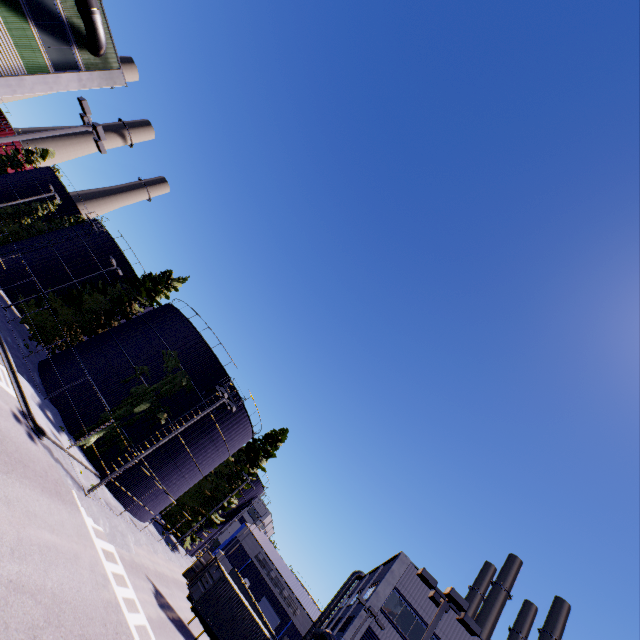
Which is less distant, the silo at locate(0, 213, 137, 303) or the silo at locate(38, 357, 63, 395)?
the silo at locate(38, 357, 63, 395)

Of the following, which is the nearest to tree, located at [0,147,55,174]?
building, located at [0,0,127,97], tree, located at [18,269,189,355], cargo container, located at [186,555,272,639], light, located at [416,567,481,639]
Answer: tree, located at [18,269,189,355]

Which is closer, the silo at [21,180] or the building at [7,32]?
the building at [7,32]

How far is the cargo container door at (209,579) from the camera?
21.9 meters

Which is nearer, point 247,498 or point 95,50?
point 95,50

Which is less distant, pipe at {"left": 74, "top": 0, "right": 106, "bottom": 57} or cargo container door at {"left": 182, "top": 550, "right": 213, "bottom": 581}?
pipe at {"left": 74, "top": 0, "right": 106, "bottom": 57}

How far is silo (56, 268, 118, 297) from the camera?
36.81m

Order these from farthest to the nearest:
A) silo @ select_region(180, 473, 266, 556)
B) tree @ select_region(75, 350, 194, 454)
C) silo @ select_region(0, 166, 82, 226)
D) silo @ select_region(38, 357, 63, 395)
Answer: silo @ select_region(0, 166, 82, 226) < silo @ select_region(180, 473, 266, 556) < silo @ select_region(38, 357, 63, 395) < tree @ select_region(75, 350, 194, 454)
